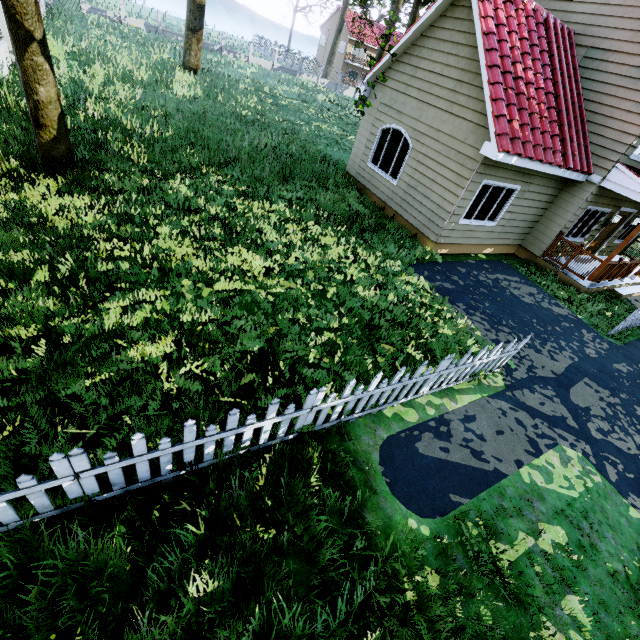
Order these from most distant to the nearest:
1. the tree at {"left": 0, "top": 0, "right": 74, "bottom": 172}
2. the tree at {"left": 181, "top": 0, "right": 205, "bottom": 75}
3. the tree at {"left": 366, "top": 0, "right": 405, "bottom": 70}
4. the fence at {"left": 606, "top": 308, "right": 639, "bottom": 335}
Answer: the tree at {"left": 181, "top": 0, "right": 205, "bottom": 75} → the fence at {"left": 606, "top": 308, "right": 639, "bottom": 335} → the tree at {"left": 366, "top": 0, "right": 405, "bottom": 70} → the tree at {"left": 0, "top": 0, "right": 74, "bottom": 172}

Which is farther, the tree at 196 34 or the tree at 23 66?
the tree at 196 34

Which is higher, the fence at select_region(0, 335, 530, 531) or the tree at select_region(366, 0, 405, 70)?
the tree at select_region(366, 0, 405, 70)

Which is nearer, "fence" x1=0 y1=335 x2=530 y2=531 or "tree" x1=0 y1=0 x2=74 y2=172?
"fence" x1=0 y1=335 x2=530 y2=531

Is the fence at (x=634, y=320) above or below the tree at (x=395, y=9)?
below

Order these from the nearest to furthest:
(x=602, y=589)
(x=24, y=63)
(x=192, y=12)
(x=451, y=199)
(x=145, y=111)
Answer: (x=602, y=589) < (x=24, y=63) < (x=451, y=199) < (x=145, y=111) < (x=192, y=12)
